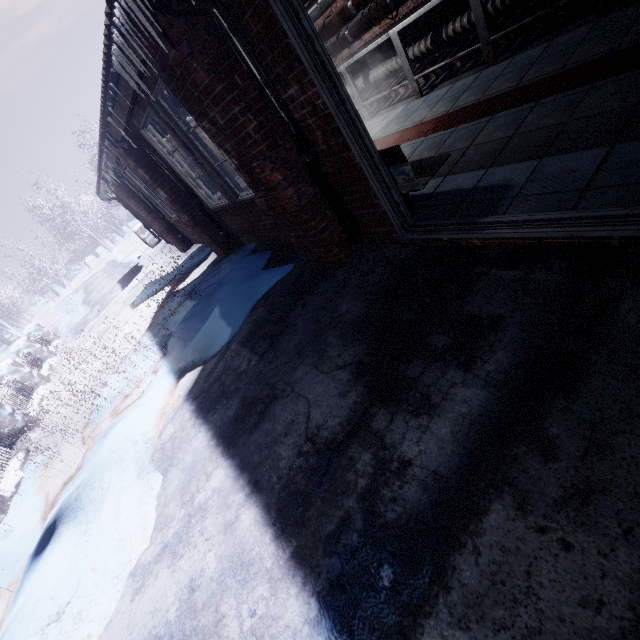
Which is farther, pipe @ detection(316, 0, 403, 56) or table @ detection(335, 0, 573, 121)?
pipe @ detection(316, 0, 403, 56)

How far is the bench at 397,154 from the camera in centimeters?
216cm

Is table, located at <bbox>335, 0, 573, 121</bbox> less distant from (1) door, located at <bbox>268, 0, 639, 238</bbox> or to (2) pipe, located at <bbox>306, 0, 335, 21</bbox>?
(2) pipe, located at <bbox>306, 0, 335, 21</bbox>

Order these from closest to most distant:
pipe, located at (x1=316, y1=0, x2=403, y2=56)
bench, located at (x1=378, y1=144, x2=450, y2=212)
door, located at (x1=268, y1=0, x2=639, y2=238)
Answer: door, located at (x1=268, y1=0, x2=639, y2=238)
bench, located at (x1=378, y1=144, x2=450, y2=212)
pipe, located at (x1=316, y1=0, x2=403, y2=56)

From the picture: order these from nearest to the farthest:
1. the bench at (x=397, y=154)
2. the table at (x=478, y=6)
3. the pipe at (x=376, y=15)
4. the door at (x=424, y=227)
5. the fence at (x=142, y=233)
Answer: the door at (x=424, y=227)
the bench at (x=397, y=154)
the table at (x=478, y=6)
the pipe at (x=376, y=15)
the fence at (x=142, y=233)

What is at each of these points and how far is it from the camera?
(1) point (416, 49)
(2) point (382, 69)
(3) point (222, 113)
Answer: (1) pipe, 4.28m
(2) pipe, 4.78m
(3) window, 2.18m

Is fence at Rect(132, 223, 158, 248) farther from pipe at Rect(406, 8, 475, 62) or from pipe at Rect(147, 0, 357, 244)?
pipe at Rect(147, 0, 357, 244)

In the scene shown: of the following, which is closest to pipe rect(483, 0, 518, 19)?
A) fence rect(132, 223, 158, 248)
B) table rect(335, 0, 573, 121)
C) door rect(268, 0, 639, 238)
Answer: table rect(335, 0, 573, 121)
